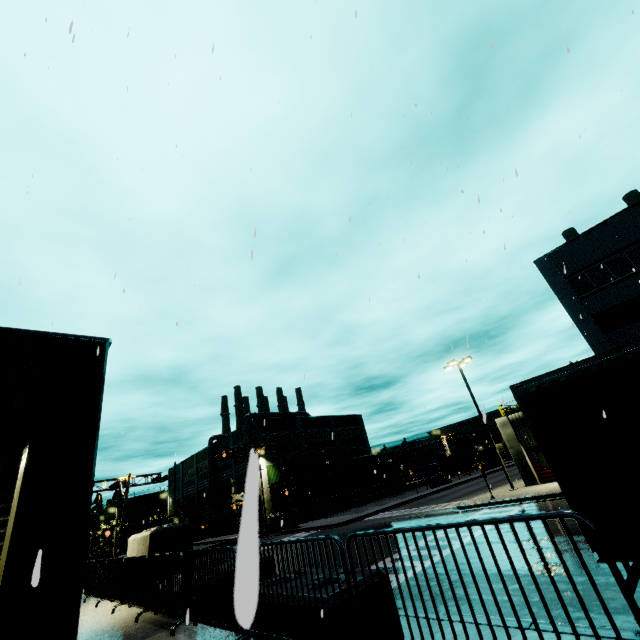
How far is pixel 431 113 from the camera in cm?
1189

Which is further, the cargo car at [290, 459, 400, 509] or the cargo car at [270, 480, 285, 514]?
the cargo car at [290, 459, 400, 509]

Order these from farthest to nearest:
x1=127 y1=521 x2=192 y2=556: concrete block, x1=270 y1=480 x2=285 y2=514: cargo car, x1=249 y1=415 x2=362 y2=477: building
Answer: x1=249 y1=415 x2=362 y2=477: building, x1=270 y1=480 x2=285 y2=514: cargo car, x1=127 y1=521 x2=192 y2=556: concrete block

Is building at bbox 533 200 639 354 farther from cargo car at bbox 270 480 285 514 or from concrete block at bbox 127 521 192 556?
cargo car at bbox 270 480 285 514

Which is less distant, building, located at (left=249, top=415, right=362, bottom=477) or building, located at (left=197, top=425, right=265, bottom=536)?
building, located at (left=197, top=425, right=265, bottom=536)

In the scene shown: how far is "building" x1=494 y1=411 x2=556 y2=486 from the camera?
22.8m

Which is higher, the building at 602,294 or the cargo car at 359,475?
the building at 602,294

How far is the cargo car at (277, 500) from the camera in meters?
41.7 m
